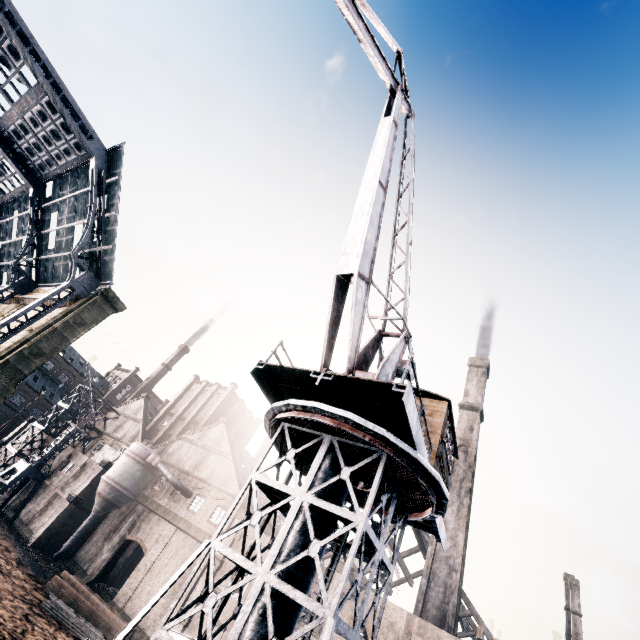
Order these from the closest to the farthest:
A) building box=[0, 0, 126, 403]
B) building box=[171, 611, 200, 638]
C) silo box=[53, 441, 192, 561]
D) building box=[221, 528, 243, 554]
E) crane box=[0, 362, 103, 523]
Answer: building box=[0, 0, 126, 403], building box=[171, 611, 200, 638], building box=[221, 528, 243, 554], silo box=[53, 441, 192, 561], crane box=[0, 362, 103, 523]

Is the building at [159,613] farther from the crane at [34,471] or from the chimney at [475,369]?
the chimney at [475,369]

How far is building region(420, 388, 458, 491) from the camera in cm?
1280

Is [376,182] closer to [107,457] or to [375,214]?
[375,214]

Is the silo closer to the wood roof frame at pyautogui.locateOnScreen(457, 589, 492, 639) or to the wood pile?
the wood pile

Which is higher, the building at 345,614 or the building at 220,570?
the building at 345,614

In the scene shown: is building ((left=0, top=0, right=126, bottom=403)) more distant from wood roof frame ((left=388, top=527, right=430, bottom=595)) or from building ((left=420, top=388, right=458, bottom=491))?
building ((left=420, top=388, right=458, bottom=491))

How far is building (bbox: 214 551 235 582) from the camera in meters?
31.2
